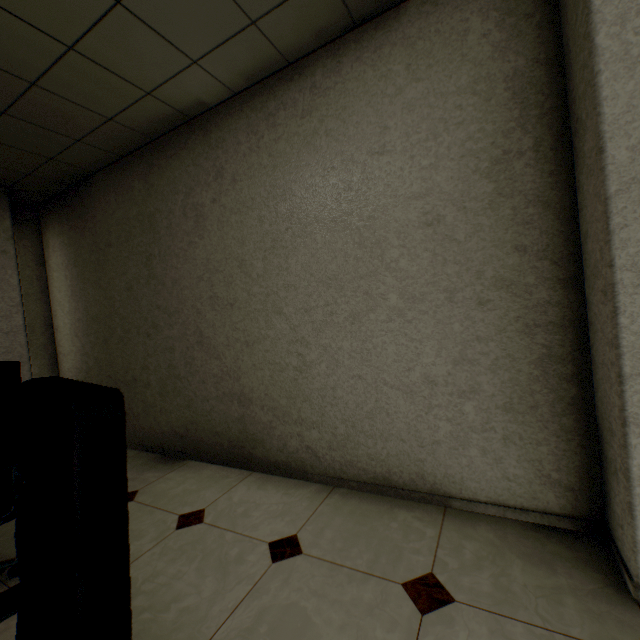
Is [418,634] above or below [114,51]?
below
